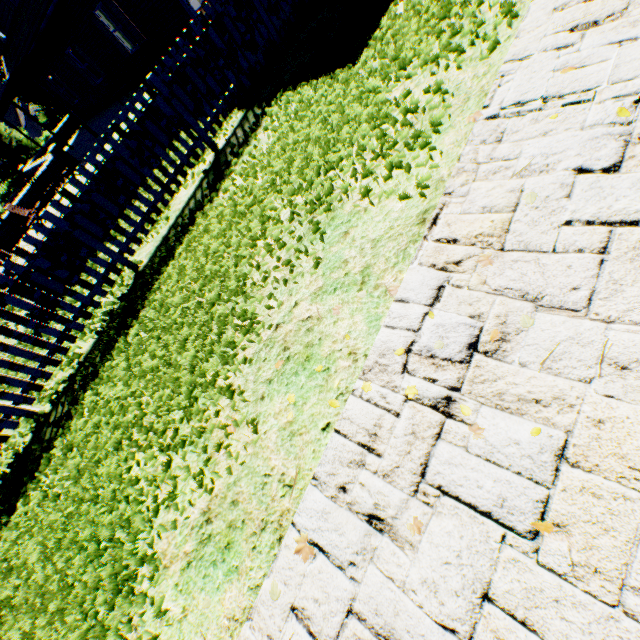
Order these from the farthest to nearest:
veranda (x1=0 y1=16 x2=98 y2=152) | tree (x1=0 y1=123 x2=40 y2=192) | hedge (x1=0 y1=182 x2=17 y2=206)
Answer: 1. hedge (x1=0 y1=182 x2=17 y2=206)
2. tree (x1=0 y1=123 x2=40 y2=192)
3. veranda (x1=0 y1=16 x2=98 y2=152)

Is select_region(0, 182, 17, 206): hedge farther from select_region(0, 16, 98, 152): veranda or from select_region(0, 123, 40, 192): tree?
select_region(0, 16, 98, 152): veranda

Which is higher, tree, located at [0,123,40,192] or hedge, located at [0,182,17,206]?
tree, located at [0,123,40,192]

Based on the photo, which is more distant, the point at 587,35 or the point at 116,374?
the point at 116,374

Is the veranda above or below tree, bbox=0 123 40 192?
above

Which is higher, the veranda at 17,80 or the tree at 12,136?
the veranda at 17,80

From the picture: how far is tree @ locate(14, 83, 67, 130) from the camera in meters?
24.0 m

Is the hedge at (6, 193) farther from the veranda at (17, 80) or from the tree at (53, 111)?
the veranda at (17, 80)
